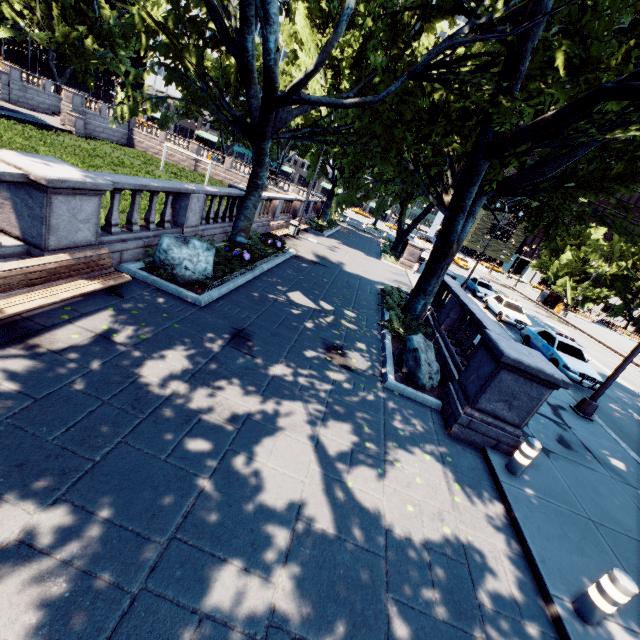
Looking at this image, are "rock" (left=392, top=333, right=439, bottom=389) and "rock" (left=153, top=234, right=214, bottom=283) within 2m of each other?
no

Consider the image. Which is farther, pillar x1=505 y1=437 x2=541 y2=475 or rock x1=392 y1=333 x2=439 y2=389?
rock x1=392 y1=333 x2=439 y2=389

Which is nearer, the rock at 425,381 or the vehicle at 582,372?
the rock at 425,381

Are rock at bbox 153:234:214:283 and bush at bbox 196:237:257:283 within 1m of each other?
yes

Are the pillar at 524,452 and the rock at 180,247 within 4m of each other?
no

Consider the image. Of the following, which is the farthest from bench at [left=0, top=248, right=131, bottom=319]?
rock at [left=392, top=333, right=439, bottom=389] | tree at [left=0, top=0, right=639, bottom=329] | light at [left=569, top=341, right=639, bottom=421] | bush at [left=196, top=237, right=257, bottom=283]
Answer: light at [left=569, top=341, right=639, bottom=421]

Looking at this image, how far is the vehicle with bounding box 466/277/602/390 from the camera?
14.2 meters

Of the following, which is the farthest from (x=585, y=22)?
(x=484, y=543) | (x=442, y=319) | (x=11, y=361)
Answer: (x=11, y=361)
